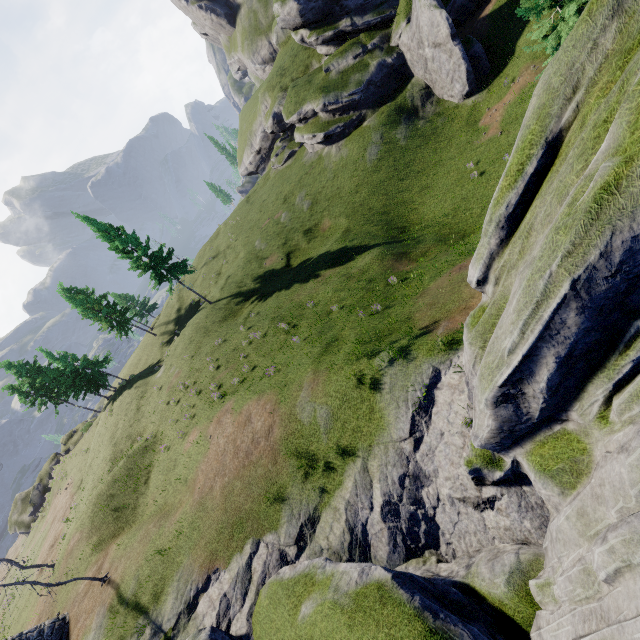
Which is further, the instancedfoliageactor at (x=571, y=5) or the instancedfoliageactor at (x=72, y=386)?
the instancedfoliageactor at (x=72, y=386)

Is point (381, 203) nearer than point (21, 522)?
Yes

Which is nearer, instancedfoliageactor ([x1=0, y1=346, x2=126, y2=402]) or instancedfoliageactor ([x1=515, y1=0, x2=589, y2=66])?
Result: instancedfoliageactor ([x1=515, y1=0, x2=589, y2=66])
